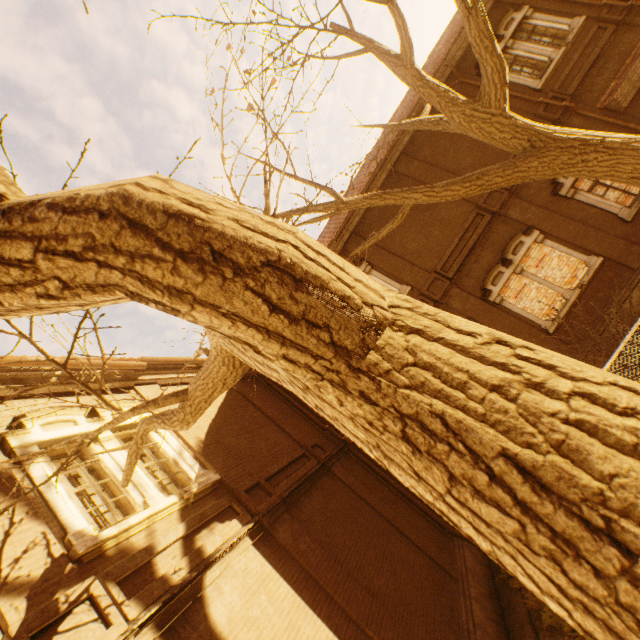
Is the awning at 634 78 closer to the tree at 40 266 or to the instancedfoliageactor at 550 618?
the tree at 40 266

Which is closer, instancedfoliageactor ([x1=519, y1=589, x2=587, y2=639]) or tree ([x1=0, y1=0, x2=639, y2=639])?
tree ([x1=0, y1=0, x2=639, y2=639])

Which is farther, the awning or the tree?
the awning

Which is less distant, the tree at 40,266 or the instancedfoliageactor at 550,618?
the tree at 40,266

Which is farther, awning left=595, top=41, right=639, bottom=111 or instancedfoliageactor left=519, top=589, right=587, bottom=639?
awning left=595, top=41, right=639, bottom=111

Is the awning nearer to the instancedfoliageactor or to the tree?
the tree

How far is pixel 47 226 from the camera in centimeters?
80cm
